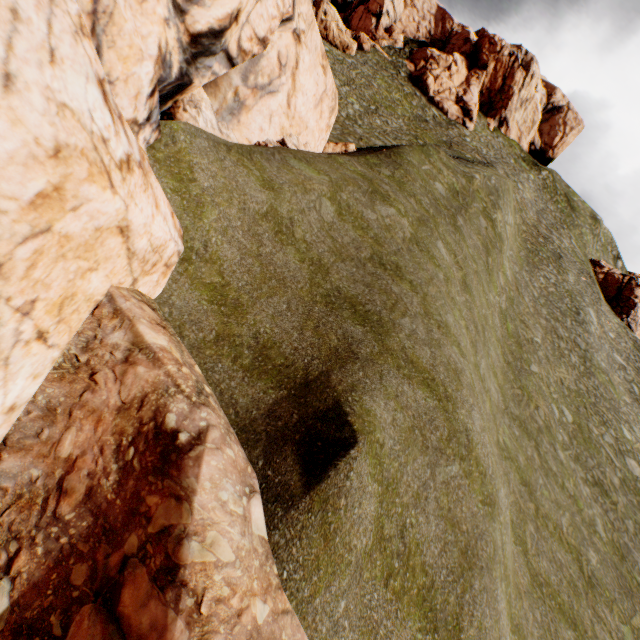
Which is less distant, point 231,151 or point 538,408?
point 231,151

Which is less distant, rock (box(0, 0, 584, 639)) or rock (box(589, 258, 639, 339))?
rock (box(0, 0, 584, 639))

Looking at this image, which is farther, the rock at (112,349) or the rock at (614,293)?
the rock at (614,293)
